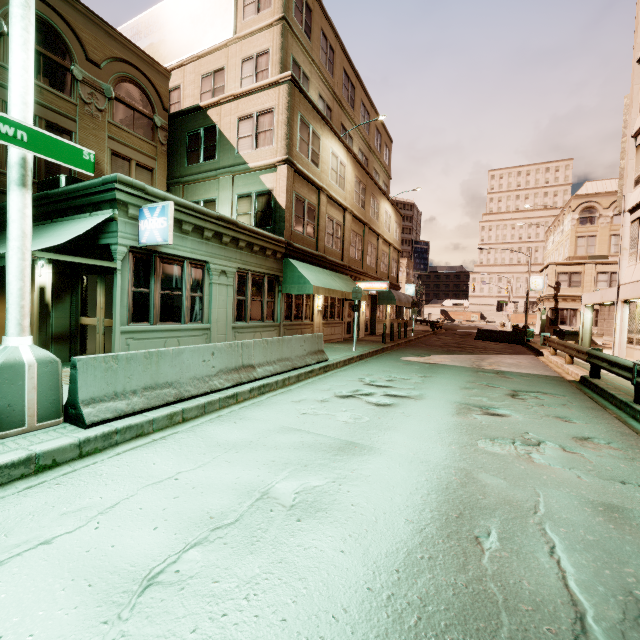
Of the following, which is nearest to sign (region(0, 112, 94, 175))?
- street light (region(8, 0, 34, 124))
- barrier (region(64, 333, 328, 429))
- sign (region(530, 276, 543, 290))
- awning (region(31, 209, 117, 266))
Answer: street light (region(8, 0, 34, 124))

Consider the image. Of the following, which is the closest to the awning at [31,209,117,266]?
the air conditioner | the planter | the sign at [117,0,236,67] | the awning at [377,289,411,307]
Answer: the air conditioner

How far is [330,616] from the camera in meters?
2.1

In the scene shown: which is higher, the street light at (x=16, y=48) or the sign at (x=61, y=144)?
the street light at (x=16, y=48)

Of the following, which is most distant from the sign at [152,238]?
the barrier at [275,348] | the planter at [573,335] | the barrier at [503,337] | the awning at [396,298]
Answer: the planter at [573,335]

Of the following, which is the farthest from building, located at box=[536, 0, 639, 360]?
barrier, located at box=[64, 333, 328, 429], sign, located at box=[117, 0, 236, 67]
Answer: sign, located at box=[117, 0, 236, 67]

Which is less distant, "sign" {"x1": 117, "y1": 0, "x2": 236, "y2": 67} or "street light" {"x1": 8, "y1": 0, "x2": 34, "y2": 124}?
"street light" {"x1": 8, "y1": 0, "x2": 34, "y2": 124}

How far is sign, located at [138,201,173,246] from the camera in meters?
7.5
